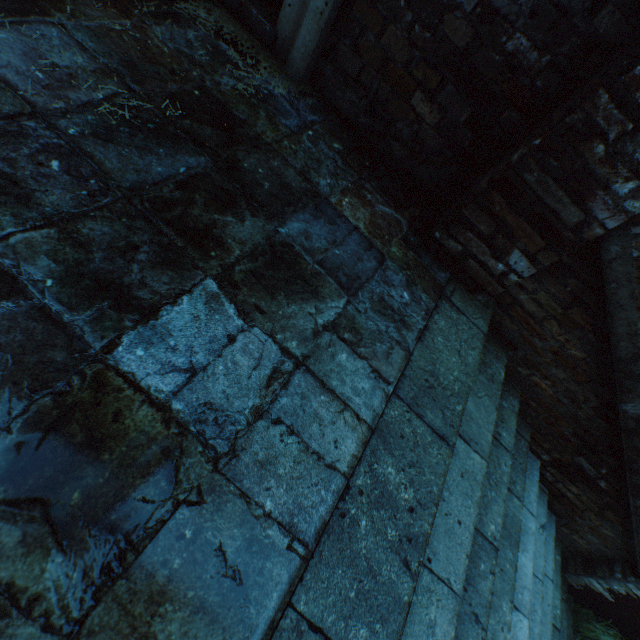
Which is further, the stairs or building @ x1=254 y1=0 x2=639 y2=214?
building @ x1=254 y1=0 x2=639 y2=214

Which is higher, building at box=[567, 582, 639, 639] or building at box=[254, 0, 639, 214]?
building at box=[254, 0, 639, 214]

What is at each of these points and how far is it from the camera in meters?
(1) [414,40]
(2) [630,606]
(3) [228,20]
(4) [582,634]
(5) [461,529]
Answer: (1) building, 1.9
(2) building, 3.3
(3) straw, 2.3
(4) plants, 3.6
(5) stairs, 1.5

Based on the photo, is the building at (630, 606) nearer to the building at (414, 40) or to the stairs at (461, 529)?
the stairs at (461, 529)

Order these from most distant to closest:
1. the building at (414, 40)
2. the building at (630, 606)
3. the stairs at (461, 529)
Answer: the building at (630, 606), the building at (414, 40), the stairs at (461, 529)

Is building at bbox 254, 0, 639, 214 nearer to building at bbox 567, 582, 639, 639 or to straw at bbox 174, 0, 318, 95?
straw at bbox 174, 0, 318, 95

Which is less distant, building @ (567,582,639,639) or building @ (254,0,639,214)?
building @ (254,0,639,214)

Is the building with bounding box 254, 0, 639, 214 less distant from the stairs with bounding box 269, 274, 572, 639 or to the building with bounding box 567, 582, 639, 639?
the stairs with bounding box 269, 274, 572, 639
